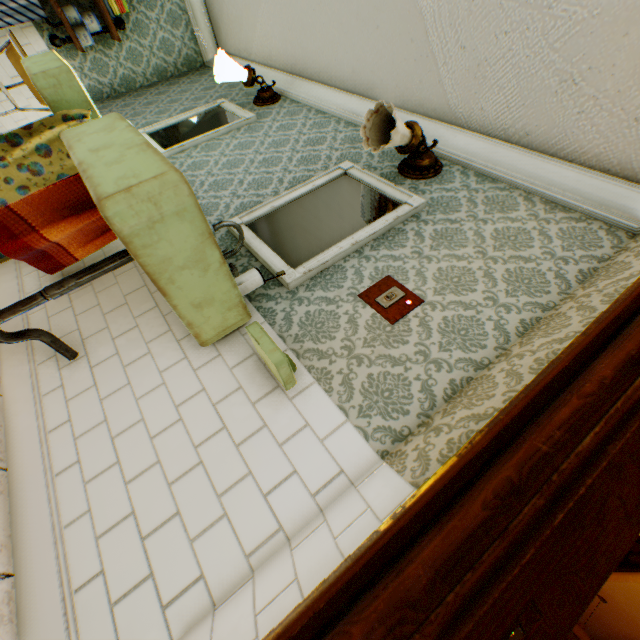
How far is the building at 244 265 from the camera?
1.8 meters

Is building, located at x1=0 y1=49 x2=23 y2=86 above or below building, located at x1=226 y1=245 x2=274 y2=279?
below

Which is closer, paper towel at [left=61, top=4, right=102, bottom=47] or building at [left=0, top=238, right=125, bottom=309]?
building at [left=0, top=238, right=125, bottom=309]

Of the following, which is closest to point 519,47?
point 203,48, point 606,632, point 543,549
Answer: point 543,549

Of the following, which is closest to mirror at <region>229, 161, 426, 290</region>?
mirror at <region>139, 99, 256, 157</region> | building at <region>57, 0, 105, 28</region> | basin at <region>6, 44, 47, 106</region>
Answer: building at <region>57, 0, 105, 28</region>

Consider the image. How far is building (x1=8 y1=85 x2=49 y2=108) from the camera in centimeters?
383cm

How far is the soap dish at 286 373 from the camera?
1.2 meters

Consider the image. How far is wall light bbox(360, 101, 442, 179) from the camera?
1.87m
